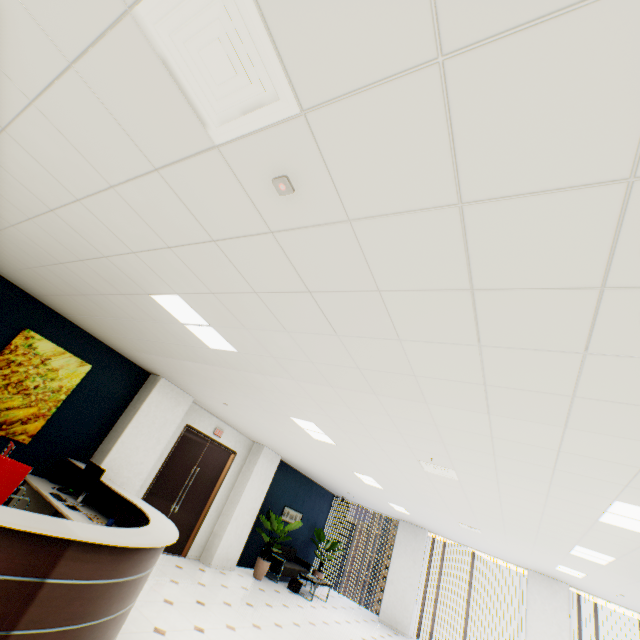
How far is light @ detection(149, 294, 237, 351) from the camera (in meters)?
3.15

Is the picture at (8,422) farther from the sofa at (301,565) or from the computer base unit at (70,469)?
the sofa at (301,565)

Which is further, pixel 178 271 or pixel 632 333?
pixel 178 271

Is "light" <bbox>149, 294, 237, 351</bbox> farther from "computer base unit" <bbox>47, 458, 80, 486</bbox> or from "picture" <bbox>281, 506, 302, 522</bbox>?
"picture" <bbox>281, 506, 302, 522</bbox>

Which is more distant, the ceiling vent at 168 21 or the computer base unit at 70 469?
the computer base unit at 70 469

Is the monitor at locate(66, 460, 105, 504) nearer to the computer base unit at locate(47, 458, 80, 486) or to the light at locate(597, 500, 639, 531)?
the computer base unit at locate(47, 458, 80, 486)

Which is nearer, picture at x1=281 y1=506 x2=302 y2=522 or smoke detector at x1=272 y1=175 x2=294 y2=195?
smoke detector at x1=272 y1=175 x2=294 y2=195

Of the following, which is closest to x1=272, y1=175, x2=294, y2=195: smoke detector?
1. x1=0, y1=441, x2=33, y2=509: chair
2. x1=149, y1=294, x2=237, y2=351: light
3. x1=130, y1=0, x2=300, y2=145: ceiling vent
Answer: x1=130, y1=0, x2=300, y2=145: ceiling vent
